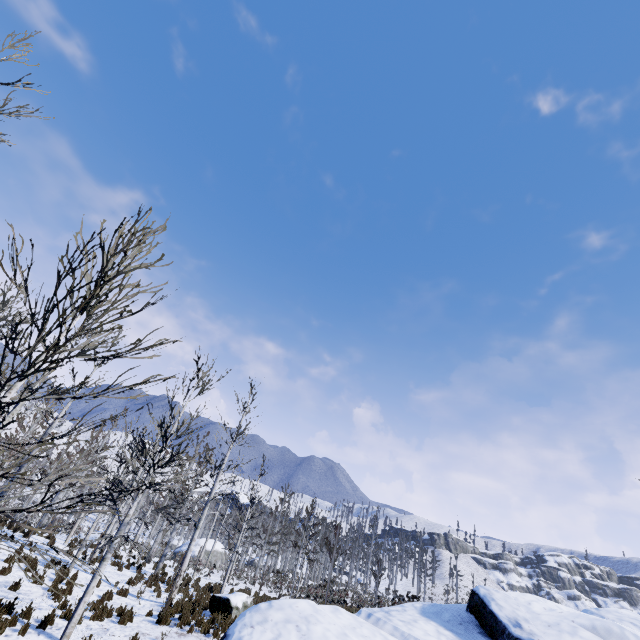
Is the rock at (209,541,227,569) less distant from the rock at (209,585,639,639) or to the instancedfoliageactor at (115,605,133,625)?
the instancedfoliageactor at (115,605,133,625)

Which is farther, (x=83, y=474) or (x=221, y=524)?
(x=221, y=524)

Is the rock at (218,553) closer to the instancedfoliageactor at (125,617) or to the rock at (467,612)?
the instancedfoliageactor at (125,617)

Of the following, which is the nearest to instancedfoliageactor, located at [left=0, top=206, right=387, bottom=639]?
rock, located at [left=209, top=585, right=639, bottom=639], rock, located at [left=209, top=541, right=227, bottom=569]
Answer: rock, located at [left=209, top=585, right=639, bottom=639]

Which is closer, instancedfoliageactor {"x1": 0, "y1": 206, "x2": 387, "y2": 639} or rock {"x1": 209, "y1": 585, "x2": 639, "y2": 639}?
instancedfoliageactor {"x1": 0, "y1": 206, "x2": 387, "y2": 639}

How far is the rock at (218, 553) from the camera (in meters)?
46.86
